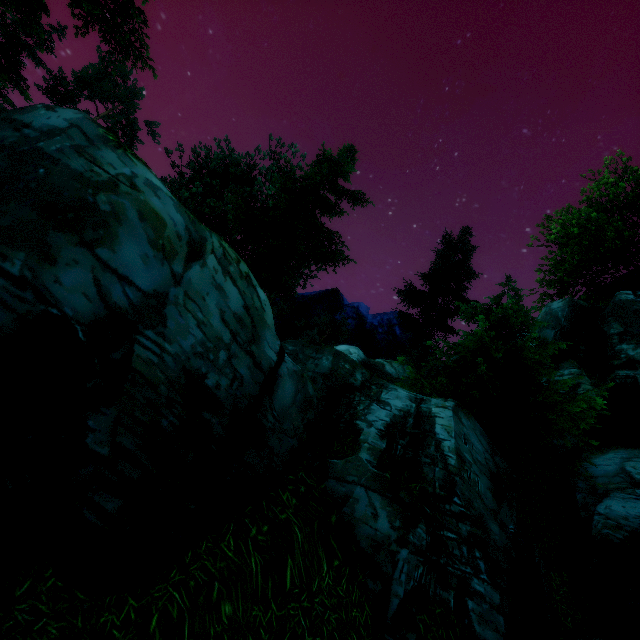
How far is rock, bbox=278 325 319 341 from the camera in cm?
3006

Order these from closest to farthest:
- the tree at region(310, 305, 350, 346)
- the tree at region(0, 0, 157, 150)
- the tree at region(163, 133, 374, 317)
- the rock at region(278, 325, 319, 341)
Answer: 1. the tree at region(0, 0, 157, 150)
2. the tree at region(163, 133, 374, 317)
3. the rock at region(278, 325, 319, 341)
4. the tree at region(310, 305, 350, 346)

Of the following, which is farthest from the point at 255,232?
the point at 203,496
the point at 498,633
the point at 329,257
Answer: Result: the point at 498,633

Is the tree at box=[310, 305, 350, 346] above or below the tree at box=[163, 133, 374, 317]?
above

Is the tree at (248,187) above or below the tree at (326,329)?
below

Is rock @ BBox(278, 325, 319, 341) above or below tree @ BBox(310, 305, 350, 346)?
below

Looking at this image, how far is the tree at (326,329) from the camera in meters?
47.4

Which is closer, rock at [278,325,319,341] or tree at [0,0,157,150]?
tree at [0,0,157,150]
